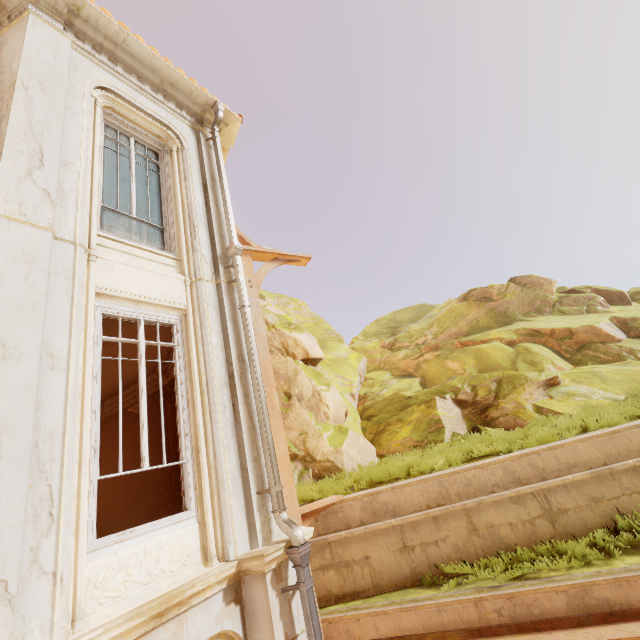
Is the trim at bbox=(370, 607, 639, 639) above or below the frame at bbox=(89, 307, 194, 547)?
below

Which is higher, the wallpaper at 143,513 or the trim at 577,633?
Answer: the wallpaper at 143,513

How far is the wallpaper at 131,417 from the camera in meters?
8.3

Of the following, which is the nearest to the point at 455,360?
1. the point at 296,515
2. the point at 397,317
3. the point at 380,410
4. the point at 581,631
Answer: the point at 380,410

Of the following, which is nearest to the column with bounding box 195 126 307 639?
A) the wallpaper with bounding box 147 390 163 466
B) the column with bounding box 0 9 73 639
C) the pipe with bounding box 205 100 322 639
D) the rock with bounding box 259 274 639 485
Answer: the pipe with bounding box 205 100 322 639

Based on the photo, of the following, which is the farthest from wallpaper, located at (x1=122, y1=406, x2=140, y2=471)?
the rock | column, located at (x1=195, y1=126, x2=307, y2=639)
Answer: the rock

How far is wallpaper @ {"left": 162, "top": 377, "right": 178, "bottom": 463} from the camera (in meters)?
7.33

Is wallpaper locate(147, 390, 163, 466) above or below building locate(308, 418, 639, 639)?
above
